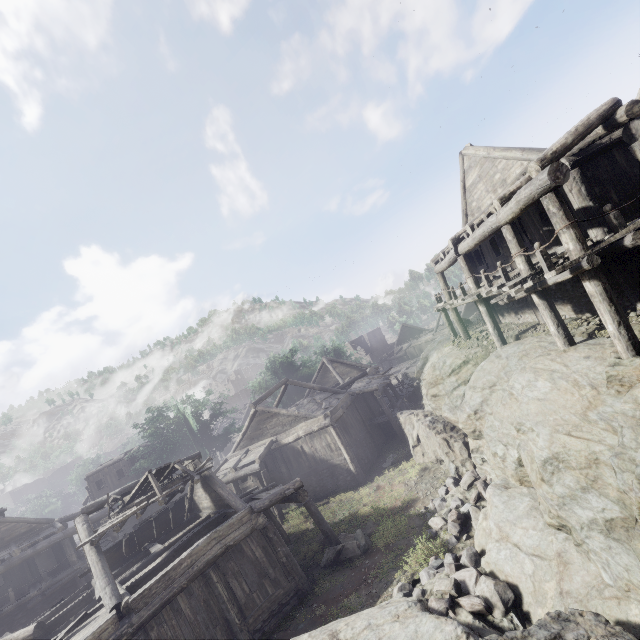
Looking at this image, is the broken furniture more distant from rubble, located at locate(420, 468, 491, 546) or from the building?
rubble, located at locate(420, 468, 491, 546)

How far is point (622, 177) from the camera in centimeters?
966cm

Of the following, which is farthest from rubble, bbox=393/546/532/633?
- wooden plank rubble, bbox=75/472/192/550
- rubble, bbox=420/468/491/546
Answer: wooden plank rubble, bbox=75/472/192/550

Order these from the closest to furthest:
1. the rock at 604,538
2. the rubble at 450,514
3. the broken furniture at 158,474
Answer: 1. the rock at 604,538
2. the rubble at 450,514
3. the broken furniture at 158,474

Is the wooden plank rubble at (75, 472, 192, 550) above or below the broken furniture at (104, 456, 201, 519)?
below

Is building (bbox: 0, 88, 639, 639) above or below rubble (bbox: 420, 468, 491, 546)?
above

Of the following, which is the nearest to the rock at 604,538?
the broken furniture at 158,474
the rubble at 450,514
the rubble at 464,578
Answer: the rubble at 450,514

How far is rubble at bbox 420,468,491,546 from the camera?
11.13m
